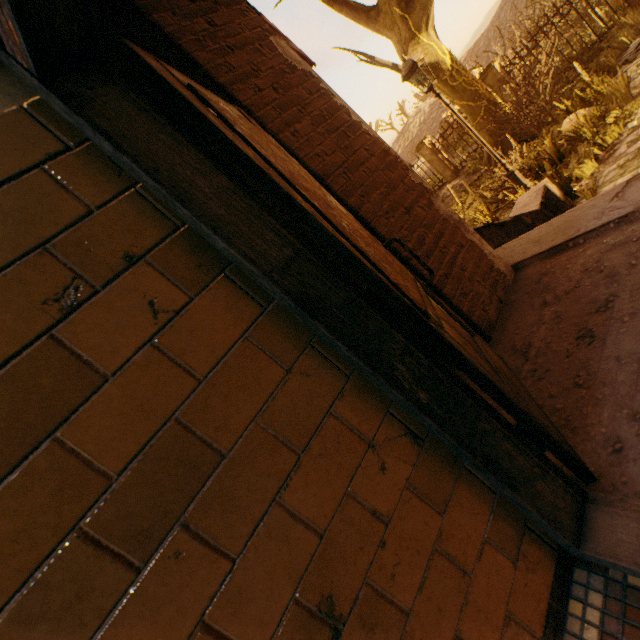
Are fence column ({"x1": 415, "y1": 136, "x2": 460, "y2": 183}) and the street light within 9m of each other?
no

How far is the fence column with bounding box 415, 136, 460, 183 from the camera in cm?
1627

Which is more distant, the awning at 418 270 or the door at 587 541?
the awning at 418 270

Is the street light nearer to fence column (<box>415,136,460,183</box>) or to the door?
the door

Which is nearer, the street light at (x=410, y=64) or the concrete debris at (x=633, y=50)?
the street light at (x=410, y=64)

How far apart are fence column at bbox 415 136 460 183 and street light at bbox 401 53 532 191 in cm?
1056

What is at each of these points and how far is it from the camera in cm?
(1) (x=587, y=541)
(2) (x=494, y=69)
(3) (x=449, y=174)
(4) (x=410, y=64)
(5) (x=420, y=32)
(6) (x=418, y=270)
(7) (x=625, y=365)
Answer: (1) door, 98
(2) fence column, 1271
(3) fence column, 1659
(4) street light, 647
(5) tree, 949
(6) awning, 204
(7) stairs, 132

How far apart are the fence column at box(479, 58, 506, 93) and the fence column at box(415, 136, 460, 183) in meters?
3.3
